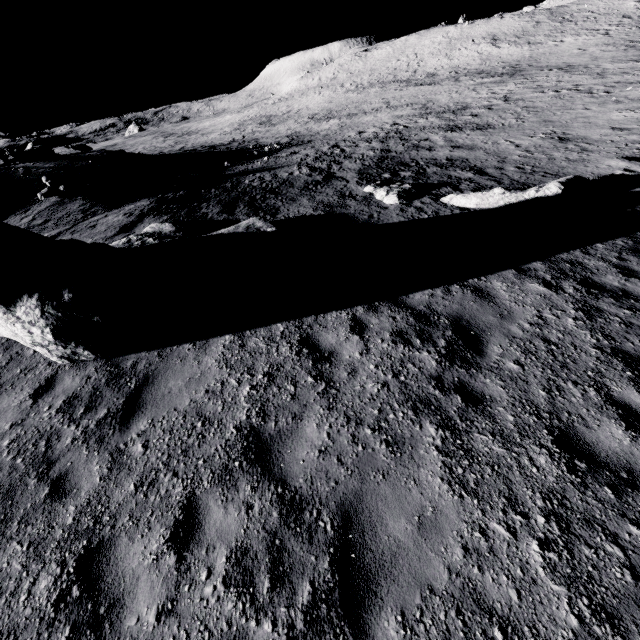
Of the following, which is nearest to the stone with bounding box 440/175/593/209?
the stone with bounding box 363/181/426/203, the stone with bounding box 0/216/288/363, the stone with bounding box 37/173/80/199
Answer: the stone with bounding box 363/181/426/203

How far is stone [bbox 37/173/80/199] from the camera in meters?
15.2

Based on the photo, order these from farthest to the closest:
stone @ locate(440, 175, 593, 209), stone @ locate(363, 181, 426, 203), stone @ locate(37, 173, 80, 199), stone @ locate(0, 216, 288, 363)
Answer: stone @ locate(37, 173, 80, 199) < stone @ locate(363, 181, 426, 203) < stone @ locate(440, 175, 593, 209) < stone @ locate(0, 216, 288, 363)

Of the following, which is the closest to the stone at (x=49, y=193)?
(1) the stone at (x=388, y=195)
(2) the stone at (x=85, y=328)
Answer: (2) the stone at (x=85, y=328)

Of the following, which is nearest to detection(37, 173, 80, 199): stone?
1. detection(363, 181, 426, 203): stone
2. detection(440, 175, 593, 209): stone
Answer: detection(363, 181, 426, 203): stone

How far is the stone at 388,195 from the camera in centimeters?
1166cm

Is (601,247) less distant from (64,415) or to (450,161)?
(450,161)
